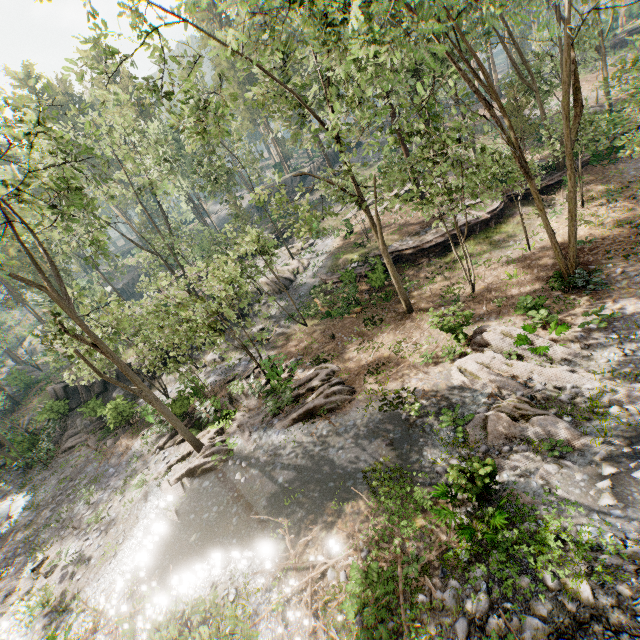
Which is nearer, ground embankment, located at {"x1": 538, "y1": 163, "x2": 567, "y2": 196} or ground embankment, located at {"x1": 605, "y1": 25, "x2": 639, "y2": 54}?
ground embankment, located at {"x1": 538, "y1": 163, "x2": 567, "y2": 196}

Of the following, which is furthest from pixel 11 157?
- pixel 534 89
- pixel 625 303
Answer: pixel 534 89

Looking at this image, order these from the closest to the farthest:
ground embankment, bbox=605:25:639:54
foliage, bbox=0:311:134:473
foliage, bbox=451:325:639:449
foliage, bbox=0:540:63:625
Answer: foliage, bbox=451:325:639:449 < foliage, bbox=0:540:63:625 < foliage, bbox=0:311:134:473 < ground embankment, bbox=605:25:639:54

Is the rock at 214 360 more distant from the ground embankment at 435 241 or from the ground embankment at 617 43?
the ground embankment at 617 43

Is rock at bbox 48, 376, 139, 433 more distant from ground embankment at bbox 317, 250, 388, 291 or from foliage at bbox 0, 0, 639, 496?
ground embankment at bbox 317, 250, 388, 291

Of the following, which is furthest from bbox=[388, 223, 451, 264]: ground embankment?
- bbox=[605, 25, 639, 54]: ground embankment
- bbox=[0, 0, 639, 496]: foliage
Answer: bbox=[605, 25, 639, 54]: ground embankment

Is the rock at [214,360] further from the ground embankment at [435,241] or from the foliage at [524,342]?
the ground embankment at [435,241]

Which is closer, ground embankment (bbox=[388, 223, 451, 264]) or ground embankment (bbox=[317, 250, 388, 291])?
ground embankment (bbox=[317, 250, 388, 291])
